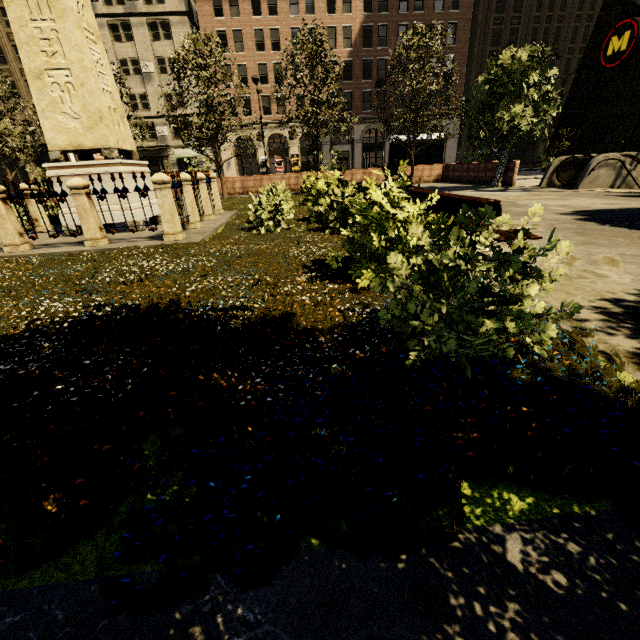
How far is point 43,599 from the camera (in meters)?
1.18

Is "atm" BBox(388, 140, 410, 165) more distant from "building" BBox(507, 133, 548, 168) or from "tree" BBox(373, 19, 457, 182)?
"building" BBox(507, 133, 548, 168)

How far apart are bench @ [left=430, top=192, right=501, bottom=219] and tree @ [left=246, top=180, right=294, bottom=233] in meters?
3.2

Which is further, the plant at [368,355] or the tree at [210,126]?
the tree at [210,126]

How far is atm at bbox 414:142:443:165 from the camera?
23.61m

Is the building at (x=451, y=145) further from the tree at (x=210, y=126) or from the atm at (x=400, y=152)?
the atm at (x=400, y=152)

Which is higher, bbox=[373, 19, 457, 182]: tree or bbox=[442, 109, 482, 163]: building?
bbox=[373, 19, 457, 182]: tree

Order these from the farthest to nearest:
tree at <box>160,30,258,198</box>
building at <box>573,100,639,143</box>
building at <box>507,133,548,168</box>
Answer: building at <box>507,133,548,168</box> < building at <box>573,100,639,143</box> < tree at <box>160,30,258,198</box>
